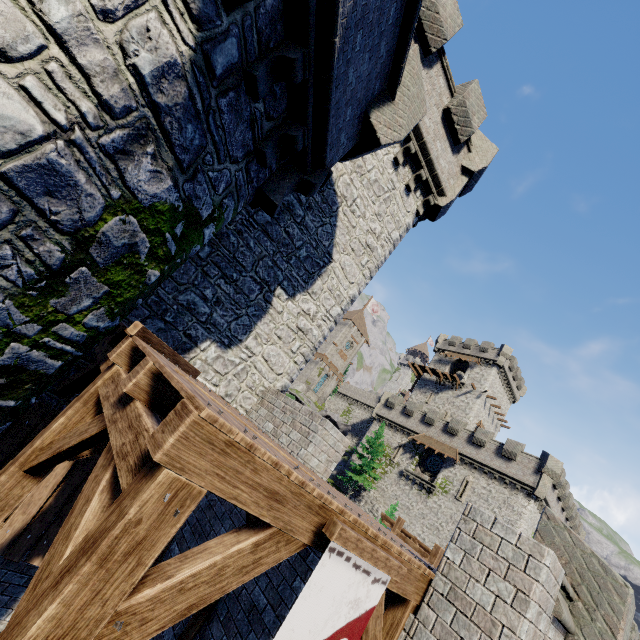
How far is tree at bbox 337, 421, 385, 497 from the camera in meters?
35.1 m

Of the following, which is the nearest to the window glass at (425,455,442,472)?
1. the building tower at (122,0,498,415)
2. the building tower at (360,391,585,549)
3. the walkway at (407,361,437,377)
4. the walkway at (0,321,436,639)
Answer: the building tower at (360,391,585,549)

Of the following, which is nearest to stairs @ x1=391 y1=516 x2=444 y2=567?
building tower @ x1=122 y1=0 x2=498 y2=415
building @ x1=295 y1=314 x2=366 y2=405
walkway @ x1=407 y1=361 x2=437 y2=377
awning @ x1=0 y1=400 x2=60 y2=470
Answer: building tower @ x1=122 y1=0 x2=498 y2=415

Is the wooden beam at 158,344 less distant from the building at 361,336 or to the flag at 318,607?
the flag at 318,607

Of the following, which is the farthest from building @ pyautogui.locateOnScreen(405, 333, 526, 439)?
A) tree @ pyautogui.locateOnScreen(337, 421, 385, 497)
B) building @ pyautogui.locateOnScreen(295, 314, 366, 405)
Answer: building @ pyautogui.locateOnScreen(295, 314, 366, 405)

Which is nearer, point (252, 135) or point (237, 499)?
point (237, 499)

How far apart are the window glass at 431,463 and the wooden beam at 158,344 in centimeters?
3739cm

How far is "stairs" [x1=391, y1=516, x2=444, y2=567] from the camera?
11.3 meters
